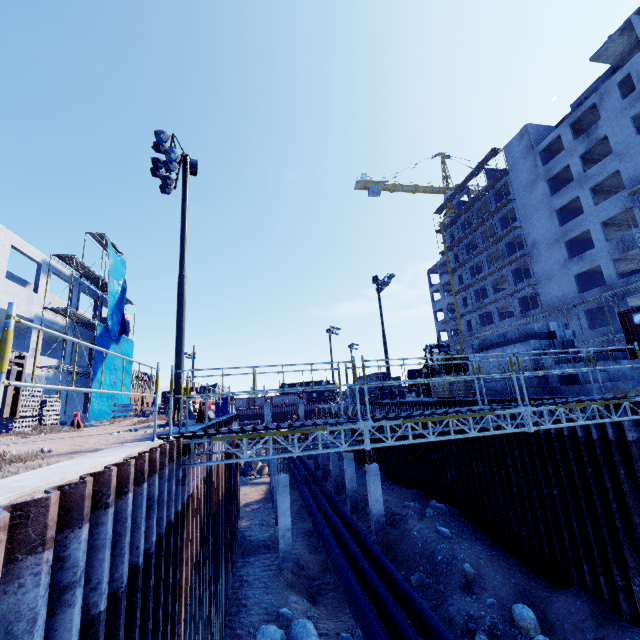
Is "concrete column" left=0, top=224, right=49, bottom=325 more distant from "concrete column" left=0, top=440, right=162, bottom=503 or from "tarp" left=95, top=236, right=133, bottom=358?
"concrete column" left=0, top=440, right=162, bottom=503

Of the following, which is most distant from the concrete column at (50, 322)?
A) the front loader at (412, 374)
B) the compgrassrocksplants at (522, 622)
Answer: the front loader at (412, 374)

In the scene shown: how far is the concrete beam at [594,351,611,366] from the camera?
11.66m

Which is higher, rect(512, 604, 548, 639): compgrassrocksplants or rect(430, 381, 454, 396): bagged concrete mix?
rect(430, 381, 454, 396): bagged concrete mix

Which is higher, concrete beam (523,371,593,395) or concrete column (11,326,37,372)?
concrete column (11,326,37,372)

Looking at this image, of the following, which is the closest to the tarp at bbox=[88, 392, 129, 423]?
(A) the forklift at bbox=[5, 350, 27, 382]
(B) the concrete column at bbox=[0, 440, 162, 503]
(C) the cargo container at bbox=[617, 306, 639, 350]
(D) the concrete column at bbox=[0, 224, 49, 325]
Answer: (D) the concrete column at bbox=[0, 224, 49, 325]

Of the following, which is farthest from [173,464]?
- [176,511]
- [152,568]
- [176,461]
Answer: [152,568]

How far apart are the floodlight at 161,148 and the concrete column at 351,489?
19.10m
